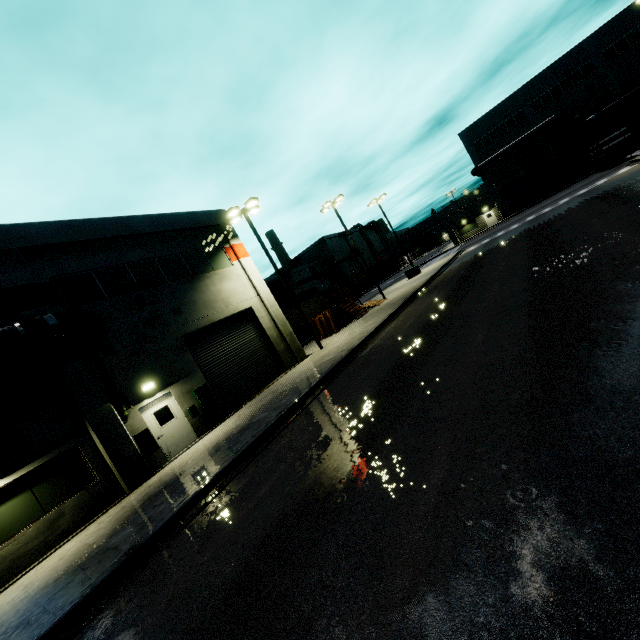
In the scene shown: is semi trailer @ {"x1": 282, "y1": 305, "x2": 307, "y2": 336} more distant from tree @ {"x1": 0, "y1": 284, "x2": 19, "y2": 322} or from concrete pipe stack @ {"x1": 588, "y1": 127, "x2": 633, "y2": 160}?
tree @ {"x1": 0, "y1": 284, "x2": 19, "y2": 322}

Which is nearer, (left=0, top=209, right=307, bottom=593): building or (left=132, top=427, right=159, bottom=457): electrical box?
(left=0, top=209, right=307, bottom=593): building

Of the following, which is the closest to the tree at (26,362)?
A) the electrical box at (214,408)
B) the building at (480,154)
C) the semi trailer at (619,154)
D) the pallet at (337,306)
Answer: the building at (480,154)

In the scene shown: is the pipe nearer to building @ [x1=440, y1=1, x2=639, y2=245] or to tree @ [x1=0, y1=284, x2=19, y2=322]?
building @ [x1=440, y1=1, x2=639, y2=245]

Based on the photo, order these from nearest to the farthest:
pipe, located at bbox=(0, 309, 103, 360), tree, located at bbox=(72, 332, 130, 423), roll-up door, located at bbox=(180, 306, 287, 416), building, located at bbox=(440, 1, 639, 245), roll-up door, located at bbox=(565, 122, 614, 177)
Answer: pipe, located at bbox=(0, 309, 103, 360) → tree, located at bbox=(72, 332, 130, 423) → roll-up door, located at bbox=(180, 306, 287, 416) → building, located at bbox=(440, 1, 639, 245) → roll-up door, located at bbox=(565, 122, 614, 177)

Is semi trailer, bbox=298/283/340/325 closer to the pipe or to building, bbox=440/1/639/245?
building, bbox=440/1/639/245

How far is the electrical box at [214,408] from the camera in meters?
14.9 m

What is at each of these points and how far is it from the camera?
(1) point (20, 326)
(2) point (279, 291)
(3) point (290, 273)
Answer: (1) pipe, 10.4m
(2) cargo container, 38.6m
(3) building, 58.8m
